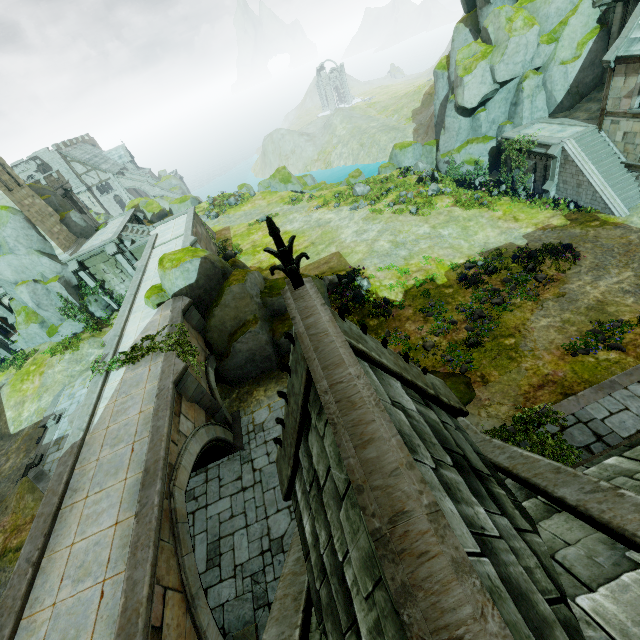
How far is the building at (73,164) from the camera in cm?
5481

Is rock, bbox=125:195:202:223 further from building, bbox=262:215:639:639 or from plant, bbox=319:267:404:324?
building, bbox=262:215:639:639

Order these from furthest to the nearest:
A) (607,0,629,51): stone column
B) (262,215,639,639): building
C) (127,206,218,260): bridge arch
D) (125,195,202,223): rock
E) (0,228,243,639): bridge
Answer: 1. (125,195,202,223): rock
2. (127,206,218,260): bridge arch
3. (607,0,629,51): stone column
4. (0,228,243,639): bridge
5. (262,215,639,639): building

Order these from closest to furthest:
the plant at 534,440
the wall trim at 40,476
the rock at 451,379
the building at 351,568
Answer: the building at 351,568 → the plant at 534,440 → the rock at 451,379 → the wall trim at 40,476

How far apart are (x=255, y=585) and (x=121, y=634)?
5.28m

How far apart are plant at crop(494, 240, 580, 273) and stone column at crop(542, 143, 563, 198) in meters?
6.8 m

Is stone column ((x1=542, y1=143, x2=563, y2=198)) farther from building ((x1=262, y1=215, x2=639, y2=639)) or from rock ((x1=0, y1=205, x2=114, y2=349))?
rock ((x1=0, y1=205, x2=114, y2=349))

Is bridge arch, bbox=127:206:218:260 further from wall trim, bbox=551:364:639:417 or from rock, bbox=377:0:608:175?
wall trim, bbox=551:364:639:417
